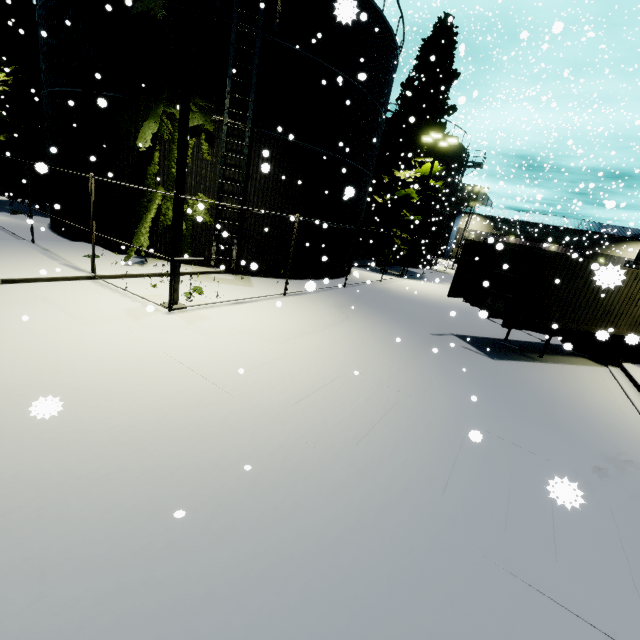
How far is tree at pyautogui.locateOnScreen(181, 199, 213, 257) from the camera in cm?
1199

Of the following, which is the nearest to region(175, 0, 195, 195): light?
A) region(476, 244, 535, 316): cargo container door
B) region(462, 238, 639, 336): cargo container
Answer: region(462, 238, 639, 336): cargo container

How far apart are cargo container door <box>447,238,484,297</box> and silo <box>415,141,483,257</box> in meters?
20.4

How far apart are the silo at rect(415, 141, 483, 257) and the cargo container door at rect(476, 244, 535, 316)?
21.7m

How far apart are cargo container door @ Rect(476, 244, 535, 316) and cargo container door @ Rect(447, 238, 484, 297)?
0.9m

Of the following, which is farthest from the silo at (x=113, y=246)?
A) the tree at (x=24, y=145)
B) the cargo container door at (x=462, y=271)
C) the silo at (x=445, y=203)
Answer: the silo at (x=445, y=203)

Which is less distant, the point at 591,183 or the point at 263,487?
the point at 263,487

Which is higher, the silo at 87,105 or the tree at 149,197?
the silo at 87,105
